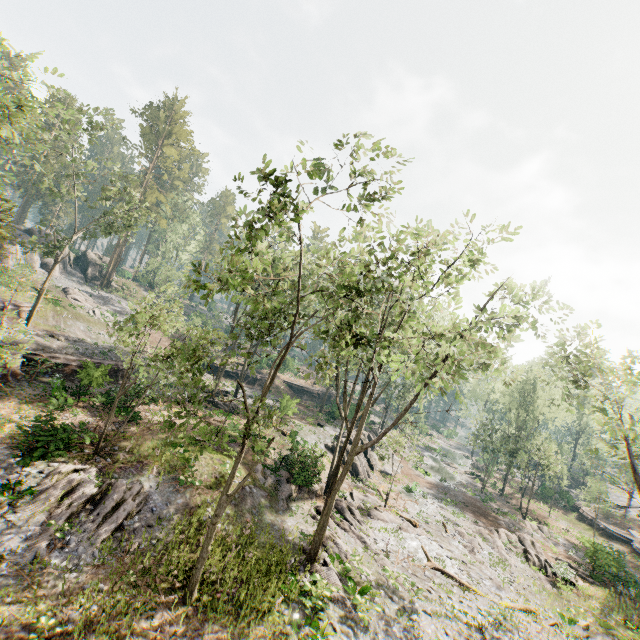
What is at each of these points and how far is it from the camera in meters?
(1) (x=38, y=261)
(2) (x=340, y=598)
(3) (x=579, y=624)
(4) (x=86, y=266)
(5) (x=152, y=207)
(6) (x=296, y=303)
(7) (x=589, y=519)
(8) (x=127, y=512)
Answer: (1) rock, 43.9 m
(2) foliage, 14.2 m
(3) foliage, 17.9 m
(4) rock, 51.8 m
(5) foliage, 55.6 m
(6) foliage, 15.2 m
(7) ground embankment, 41.7 m
(8) foliage, 14.2 m

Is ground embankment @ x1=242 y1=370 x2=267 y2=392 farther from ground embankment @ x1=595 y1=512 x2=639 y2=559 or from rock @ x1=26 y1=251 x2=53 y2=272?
ground embankment @ x1=595 y1=512 x2=639 y2=559

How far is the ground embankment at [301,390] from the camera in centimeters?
5134cm

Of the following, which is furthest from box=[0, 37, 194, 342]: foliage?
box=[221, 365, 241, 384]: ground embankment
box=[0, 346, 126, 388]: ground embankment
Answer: box=[221, 365, 241, 384]: ground embankment

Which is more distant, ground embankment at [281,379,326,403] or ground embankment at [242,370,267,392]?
ground embankment at [281,379,326,403]

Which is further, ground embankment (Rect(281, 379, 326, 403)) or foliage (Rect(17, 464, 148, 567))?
ground embankment (Rect(281, 379, 326, 403))

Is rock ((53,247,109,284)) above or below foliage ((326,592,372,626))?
above

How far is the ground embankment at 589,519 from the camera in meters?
41.5 m
